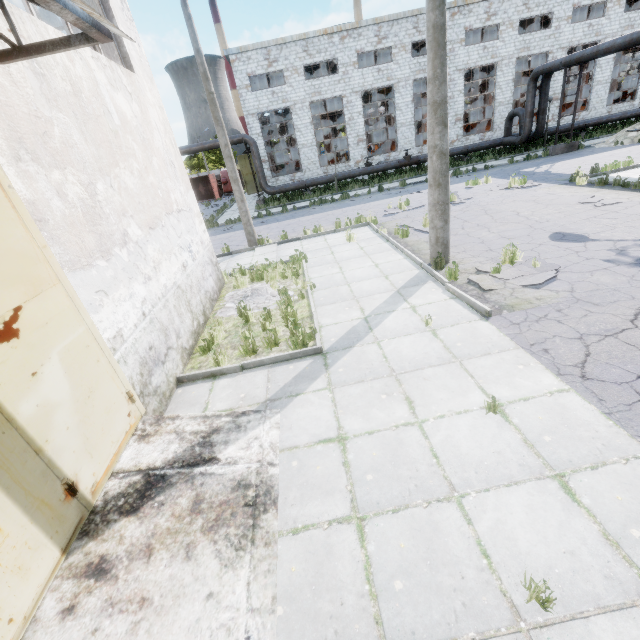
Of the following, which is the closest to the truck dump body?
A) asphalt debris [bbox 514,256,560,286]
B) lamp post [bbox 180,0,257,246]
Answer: lamp post [bbox 180,0,257,246]

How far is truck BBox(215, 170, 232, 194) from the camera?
43.50m

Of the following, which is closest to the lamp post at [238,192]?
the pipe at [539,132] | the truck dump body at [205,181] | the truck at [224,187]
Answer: the pipe at [539,132]

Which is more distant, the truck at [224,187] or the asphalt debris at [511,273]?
the truck at [224,187]

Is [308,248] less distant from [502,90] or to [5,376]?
[5,376]

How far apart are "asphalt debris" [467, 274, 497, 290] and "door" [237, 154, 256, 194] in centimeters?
3119cm

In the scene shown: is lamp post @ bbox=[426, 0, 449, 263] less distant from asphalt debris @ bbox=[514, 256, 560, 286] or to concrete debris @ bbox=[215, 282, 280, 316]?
asphalt debris @ bbox=[514, 256, 560, 286]

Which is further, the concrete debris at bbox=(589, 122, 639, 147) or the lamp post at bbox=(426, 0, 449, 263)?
the concrete debris at bbox=(589, 122, 639, 147)
